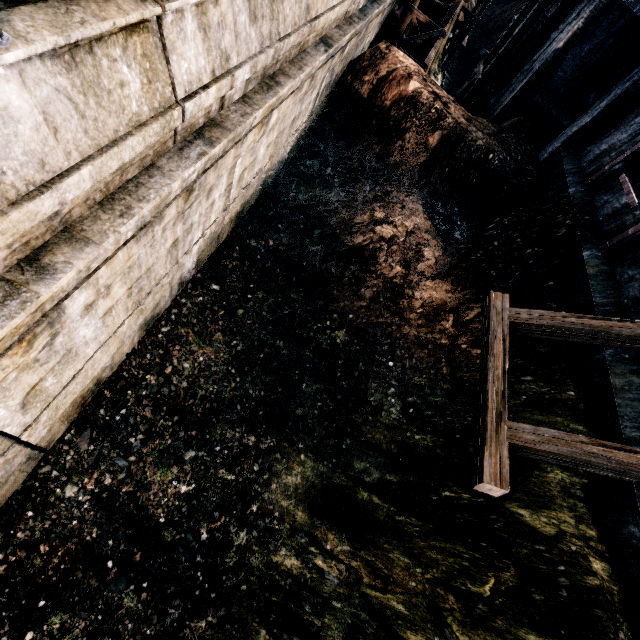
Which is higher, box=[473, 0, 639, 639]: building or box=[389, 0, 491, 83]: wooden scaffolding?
box=[473, 0, 639, 639]: building

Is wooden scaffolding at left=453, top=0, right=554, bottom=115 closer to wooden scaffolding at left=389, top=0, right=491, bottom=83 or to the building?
the building

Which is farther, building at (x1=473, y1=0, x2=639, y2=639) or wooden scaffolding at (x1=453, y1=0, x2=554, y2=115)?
wooden scaffolding at (x1=453, y1=0, x2=554, y2=115)

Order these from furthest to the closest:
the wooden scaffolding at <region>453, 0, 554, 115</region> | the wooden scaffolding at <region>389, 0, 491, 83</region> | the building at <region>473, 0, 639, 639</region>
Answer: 1. the wooden scaffolding at <region>389, 0, 491, 83</region>
2. the wooden scaffolding at <region>453, 0, 554, 115</region>
3. the building at <region>473, 0, 639, 639</region>

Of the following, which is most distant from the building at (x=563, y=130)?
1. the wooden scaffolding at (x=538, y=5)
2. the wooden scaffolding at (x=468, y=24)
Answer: the wooden scaffolding at (x=468, y=24)

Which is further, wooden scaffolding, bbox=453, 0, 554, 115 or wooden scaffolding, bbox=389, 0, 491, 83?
wooden scaffolding, bbox=389, 0, 491, 83

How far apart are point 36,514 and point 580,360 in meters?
15.1

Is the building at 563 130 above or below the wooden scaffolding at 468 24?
above
